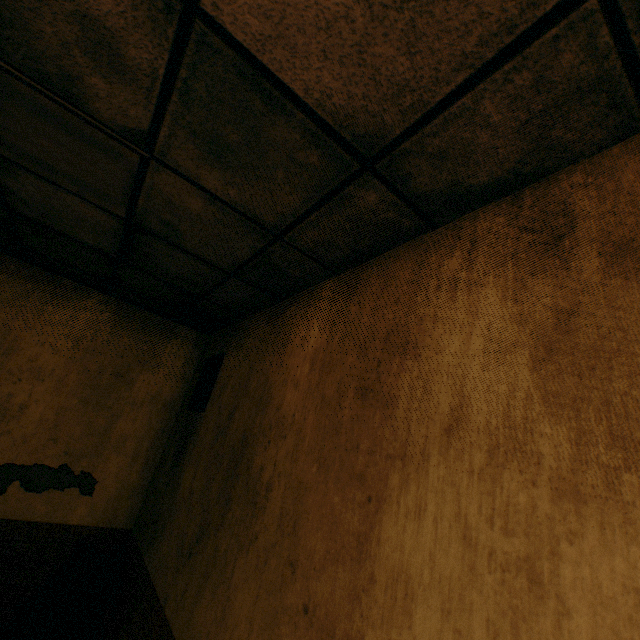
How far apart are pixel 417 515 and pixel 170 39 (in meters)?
1.56

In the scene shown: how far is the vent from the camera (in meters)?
2.87

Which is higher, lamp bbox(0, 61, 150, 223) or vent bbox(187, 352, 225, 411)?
lamp bbox(0, 61, 150, 223)

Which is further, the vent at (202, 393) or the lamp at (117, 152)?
the vent at (202, 393)

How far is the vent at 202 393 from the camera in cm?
287

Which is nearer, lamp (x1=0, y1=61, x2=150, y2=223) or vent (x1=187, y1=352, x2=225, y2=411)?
lamp (x1=0, y1=61, x2=150, y2=223)
